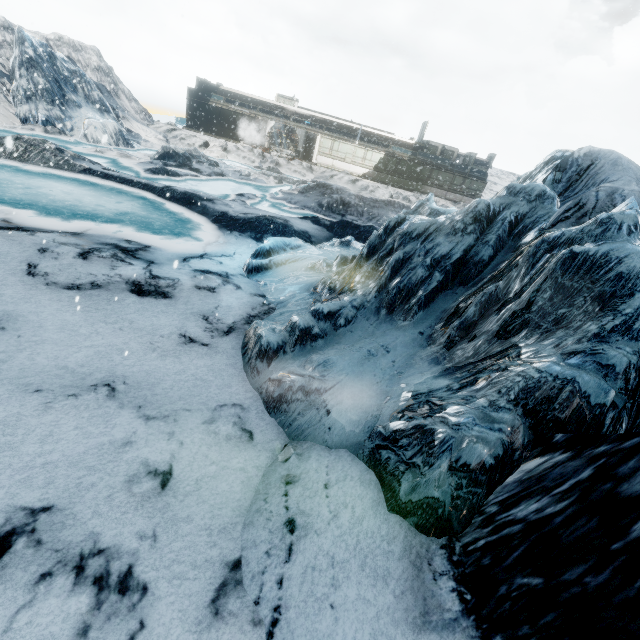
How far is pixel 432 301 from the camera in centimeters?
542cm
